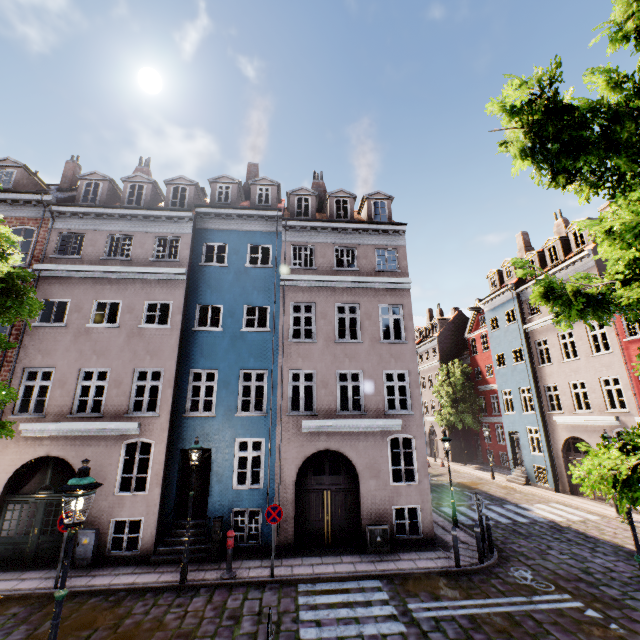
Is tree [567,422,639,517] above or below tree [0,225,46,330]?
below

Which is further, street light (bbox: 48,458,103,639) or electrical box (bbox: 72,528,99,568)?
electrical box (bbox: 72,528,99,568)

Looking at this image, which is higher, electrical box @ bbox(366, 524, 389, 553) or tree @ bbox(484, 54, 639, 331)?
tree @ bbox(484, 54, 639, 331)

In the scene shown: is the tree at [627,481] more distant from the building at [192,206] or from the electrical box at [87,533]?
the electrical box at [87,533]

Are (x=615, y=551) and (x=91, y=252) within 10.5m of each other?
no

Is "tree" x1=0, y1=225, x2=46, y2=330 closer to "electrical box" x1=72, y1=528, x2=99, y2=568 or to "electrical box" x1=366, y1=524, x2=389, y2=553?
"electrical box" x1=72, y1=528, x2=99, y2=568

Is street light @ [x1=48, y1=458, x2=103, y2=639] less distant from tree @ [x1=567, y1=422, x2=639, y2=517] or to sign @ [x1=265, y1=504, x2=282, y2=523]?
tree @ [x1=567, y1=422, x2=639, y2=517]

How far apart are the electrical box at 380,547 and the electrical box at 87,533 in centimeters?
915cm
